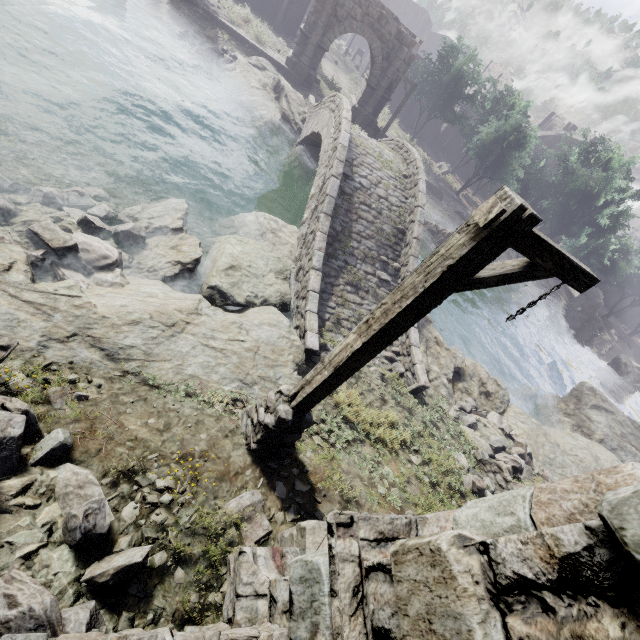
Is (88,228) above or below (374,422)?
below

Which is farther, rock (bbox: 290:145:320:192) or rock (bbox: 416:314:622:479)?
rock (bbox: 290:145:320:192)

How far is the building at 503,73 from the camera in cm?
4859

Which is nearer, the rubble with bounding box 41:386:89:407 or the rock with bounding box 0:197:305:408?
the rubble with bounding box 41:386:89:407

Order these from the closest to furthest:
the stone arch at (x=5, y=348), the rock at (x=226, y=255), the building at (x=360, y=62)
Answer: the stone arch at (x=5, y=348)
the rock at (x=226, y=255)
the building at (x=360, y=62)

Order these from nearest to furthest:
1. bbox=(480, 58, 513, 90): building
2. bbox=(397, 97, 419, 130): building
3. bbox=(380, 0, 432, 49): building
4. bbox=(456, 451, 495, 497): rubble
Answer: bbox=(456, 451, 495, 497): rubble
bbox=(397, 97, 419, 130): building
bbox=(480, 58, 513, 90): building
bbox=(380, 0, 432, 49): building

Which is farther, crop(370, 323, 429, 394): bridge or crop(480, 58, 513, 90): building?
crop(480, 58, 513, 90): building

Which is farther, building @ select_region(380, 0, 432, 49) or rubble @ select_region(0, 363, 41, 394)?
building @ select_region(380, 0, 432, 49)
